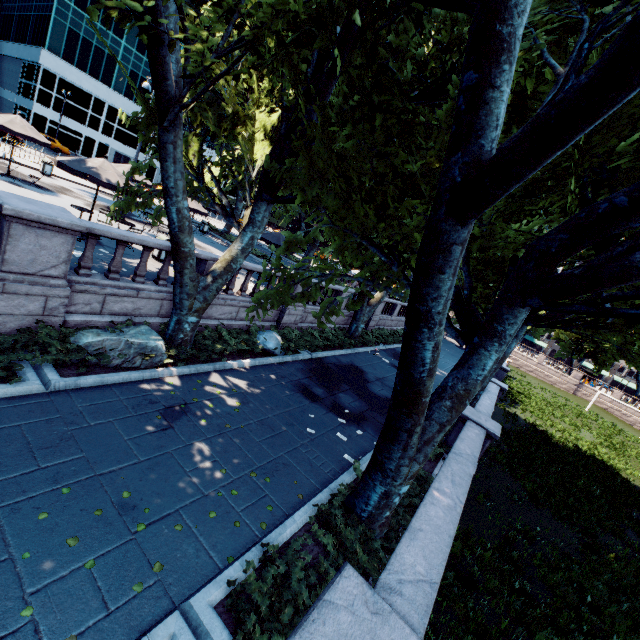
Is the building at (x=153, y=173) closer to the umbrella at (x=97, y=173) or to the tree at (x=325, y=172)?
the tree at (x=325, y=172)

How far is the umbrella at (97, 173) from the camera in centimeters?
1097cm

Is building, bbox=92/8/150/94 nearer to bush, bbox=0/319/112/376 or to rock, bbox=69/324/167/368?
rock, bbox=69/324/167/368

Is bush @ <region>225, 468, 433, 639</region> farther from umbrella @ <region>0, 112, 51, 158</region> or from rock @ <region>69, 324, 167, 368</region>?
umbrella @ <region>0, 112, 51, 158</region>

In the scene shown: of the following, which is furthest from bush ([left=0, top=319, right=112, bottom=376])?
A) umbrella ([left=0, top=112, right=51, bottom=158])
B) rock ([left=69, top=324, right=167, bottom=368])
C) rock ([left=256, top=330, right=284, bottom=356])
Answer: umbrella ([left=0, top=112, right=51, bottom=158])

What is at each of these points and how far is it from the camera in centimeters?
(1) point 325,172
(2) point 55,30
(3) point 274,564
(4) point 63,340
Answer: (1) tree, 683cm
(2) building, 4181cm
(3) bush, 465cm
(4) bush, 749cm

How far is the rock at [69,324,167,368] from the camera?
7.9m

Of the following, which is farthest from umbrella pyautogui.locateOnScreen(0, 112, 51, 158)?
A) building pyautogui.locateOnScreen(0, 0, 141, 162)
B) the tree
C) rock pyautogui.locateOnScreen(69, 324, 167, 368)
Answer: building pyautogui.locateOnScreen(0, 0, 141, 162)
